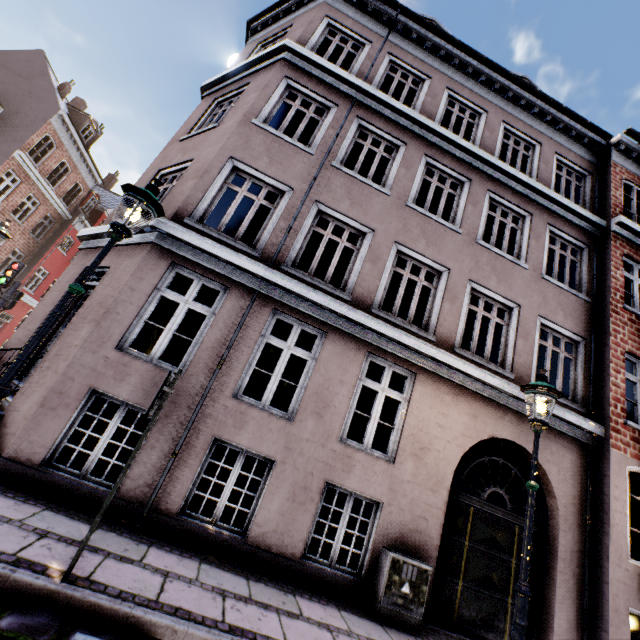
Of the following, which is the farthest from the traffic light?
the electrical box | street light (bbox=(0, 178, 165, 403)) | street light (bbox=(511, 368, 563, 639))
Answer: street light (bbox=(511, 368, 563, 639))

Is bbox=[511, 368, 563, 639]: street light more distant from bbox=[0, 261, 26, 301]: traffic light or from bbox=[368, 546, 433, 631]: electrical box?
bbox=[0, 261, 26, 301]: traffic light

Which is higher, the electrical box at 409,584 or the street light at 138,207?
the street light at 138,207

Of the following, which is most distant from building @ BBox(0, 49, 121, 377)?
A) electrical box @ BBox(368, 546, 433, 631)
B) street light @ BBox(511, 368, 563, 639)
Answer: street light @ BBox(511, 368, 563, 639)

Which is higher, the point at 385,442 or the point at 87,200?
the point at 87,200

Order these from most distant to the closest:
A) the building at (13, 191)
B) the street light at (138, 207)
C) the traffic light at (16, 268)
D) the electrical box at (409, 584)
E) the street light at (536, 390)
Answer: the traffic light at (16, 268) → the building at (13, 191) → the electrical box at (409, 584) → the street light at (536, 390) → the street light at (138, 207)

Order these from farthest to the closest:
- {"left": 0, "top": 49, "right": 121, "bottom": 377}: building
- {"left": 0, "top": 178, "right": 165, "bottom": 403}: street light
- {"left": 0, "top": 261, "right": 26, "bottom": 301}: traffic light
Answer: {"left": 0, "top": 261, "right": 26, "bottom": 301}: traffic light
{"left": 0, "top": 49, "right": 121, "bottom": 377}: building
{"left": 0, "top": 178, "right": 165, "bottom": 403}: street light

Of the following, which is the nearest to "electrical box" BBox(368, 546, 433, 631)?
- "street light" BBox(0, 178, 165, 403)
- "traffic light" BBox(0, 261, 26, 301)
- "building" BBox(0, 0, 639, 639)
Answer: "building" BBox(0, 0, 639, 639)
